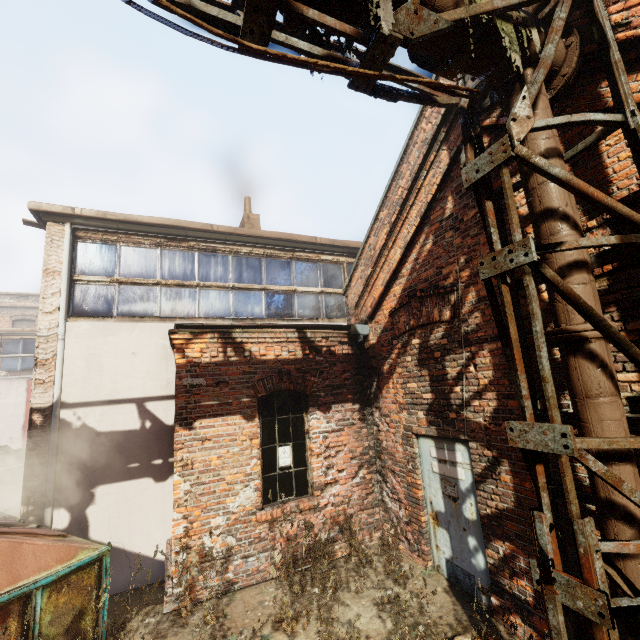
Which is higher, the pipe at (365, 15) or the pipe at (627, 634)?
the pipe at (365, 15)

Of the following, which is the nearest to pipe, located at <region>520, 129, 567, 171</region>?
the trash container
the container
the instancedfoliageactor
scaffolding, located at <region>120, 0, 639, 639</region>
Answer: scaffolding, located at <region>120, 0, 639, 639</region>

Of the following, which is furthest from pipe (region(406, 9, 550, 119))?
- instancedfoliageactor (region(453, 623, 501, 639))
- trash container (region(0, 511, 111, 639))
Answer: trash container (region(0, 511, 111, 639))

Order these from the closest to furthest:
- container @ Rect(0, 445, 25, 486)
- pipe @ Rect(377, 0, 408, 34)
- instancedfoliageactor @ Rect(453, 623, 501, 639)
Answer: pipe @ Rect(377, 0, 408, 34), instancedfoliageactor @ Rect(453, 623, 501, 639), container @ Rect(0, 445, 25, 486)

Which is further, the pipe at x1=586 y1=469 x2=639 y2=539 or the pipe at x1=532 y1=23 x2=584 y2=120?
the pipe at x1=532 y1=23 x2=584 y2=120

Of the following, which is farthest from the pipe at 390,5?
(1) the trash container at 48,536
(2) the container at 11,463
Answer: (2) the container at 11,463

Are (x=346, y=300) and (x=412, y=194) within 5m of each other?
yes

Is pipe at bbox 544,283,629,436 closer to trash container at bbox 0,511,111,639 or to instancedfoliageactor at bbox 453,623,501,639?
instancedfoliageactor at bbox 453,623,501,639
